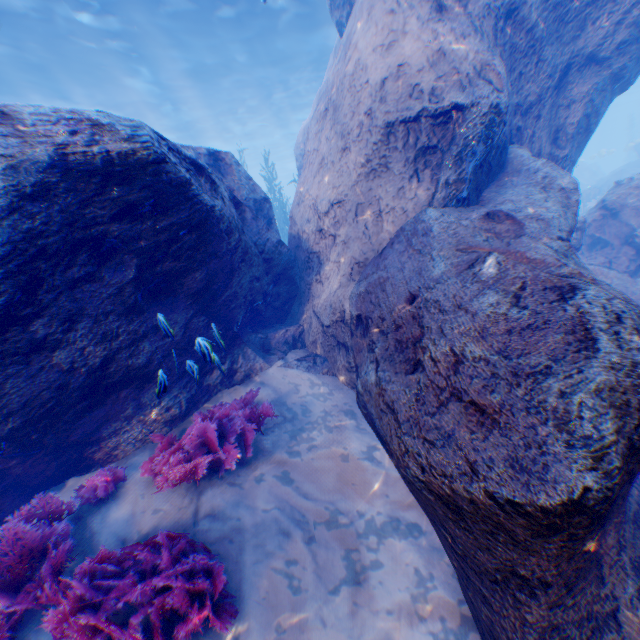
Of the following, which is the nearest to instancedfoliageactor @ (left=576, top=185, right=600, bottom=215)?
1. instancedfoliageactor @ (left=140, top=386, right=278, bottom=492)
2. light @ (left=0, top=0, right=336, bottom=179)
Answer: light @ (left=0, top=0, right=336, bottom=179)

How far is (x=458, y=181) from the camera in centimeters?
507cm

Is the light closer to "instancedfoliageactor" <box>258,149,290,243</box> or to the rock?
the rock

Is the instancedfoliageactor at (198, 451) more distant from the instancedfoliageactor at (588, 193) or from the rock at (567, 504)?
the instancedfoliageactor at (588, 193)

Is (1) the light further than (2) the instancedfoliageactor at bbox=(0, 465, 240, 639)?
Yes

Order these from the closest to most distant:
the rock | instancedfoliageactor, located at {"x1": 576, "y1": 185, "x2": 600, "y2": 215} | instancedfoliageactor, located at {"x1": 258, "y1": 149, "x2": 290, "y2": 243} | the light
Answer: the rock → the light → instancedfoliageactor, located at {"x1": 258, "y1": 149, "x2": 290, "y2": 243} → instancedfoliageactor, located at {"x1": 576, "y1": 185, "x2": 600, "y2": 215}

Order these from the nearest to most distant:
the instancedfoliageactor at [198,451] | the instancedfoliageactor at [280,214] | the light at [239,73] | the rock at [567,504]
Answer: the rock at [567,504]
the instancedfoliageactor at [198,451]
the light at [239,73]
the instancedfoliageactor at [280,214]

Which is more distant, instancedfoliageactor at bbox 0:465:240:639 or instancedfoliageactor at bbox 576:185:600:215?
instancedfoliageactor at bbox 576:185:600:215
